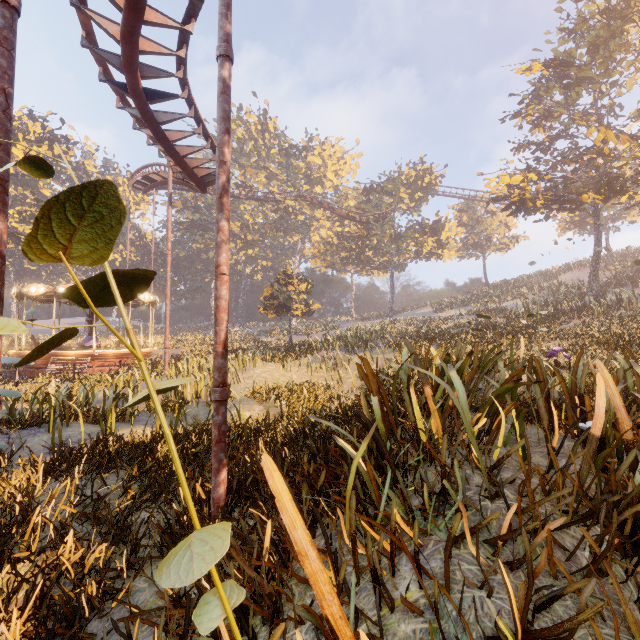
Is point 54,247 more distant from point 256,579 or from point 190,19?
point 190,19

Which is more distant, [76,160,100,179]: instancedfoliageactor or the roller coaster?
[76,160,100,179]: instancedfoliageactor

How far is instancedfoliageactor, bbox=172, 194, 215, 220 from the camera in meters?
51.8

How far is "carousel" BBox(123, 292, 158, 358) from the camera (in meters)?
20.89

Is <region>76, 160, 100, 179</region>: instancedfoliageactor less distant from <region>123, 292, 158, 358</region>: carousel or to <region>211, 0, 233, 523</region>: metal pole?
<region>123, 292, 158, 358</region>: carousel

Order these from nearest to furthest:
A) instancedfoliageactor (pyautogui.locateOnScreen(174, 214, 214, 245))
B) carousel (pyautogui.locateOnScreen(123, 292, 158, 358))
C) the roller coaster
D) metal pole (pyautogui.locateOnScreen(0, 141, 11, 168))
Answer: metal pole (pyautogui.locateOnScreen(0, 141, 11, 168)) → the roller coaster → carousel (pyautogui.locateOnScreen(123, 292, 158, 358)) → instancedfoliageactor (pyautogui.locateOnScreen(174, 214, 214, 245))

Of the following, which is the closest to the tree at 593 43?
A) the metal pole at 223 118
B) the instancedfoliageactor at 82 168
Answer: the instancedfoliageactor at 82 168

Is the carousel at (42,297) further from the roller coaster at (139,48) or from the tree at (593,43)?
the tree at (593,43)
